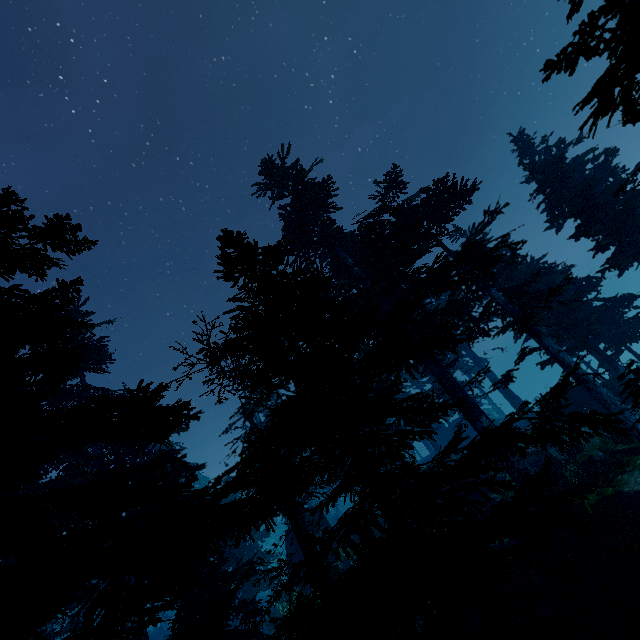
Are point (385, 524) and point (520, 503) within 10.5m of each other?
no

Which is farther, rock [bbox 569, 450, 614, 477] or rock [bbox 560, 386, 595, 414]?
rock [bbox 560, 386, 595, 414]

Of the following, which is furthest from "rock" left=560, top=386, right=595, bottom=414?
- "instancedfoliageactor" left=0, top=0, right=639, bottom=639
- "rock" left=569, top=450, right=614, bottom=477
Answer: "rock" left=569, top=450, right=614, bottom=477

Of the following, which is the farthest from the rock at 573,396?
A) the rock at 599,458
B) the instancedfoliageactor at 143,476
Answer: the rock at 599,458

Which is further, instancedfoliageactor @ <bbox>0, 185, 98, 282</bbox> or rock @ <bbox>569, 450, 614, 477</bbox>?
rock @ <bbox>569, 450, 614, 477</bbox>

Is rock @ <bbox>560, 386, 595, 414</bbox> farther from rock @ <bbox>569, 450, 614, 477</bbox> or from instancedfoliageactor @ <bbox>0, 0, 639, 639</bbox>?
rock @ <bbox>569, 450, 614, 477</bbox>

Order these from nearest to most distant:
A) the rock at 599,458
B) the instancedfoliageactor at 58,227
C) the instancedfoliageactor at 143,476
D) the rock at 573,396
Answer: the instancedfoliageactor at 143,476 < the instancedfoliageactor at 58,227 < the rock at 599,458 < the rock at 573,396
